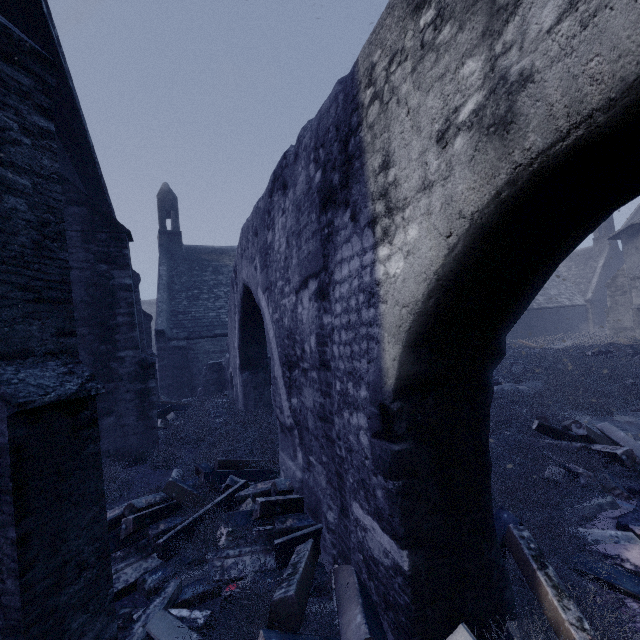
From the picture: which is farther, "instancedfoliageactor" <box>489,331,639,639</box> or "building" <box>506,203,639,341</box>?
"building" <box>506,203,639,341</box>

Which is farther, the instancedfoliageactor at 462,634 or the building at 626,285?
the building at 626,285

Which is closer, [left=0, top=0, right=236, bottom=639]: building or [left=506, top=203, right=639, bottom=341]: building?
[left=0, top=0, right=236, bottom=639]: building

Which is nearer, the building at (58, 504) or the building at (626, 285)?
the building at (58, 504)

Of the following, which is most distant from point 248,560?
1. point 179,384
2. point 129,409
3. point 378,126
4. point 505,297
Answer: point 179,384

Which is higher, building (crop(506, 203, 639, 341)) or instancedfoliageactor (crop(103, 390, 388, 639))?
building (crop(506, 203, 639, 341))
